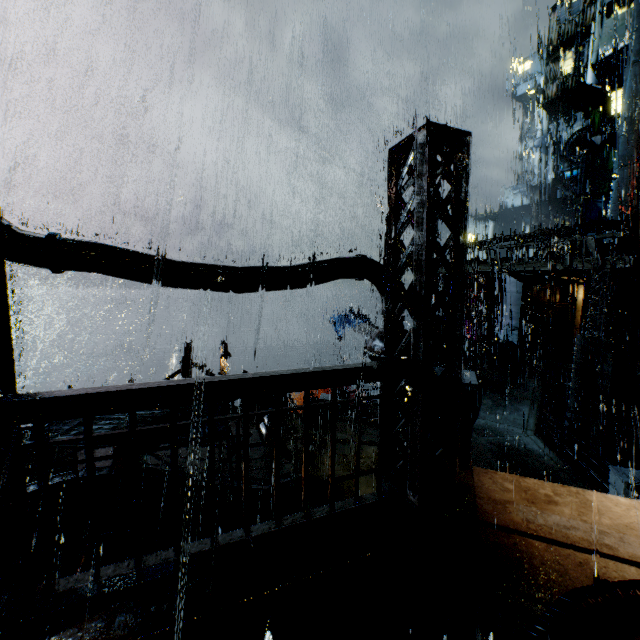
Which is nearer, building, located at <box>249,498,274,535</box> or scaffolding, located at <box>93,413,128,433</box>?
building, located at <box>249,498,274,535</box>

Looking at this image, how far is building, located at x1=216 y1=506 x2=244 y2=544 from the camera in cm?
363

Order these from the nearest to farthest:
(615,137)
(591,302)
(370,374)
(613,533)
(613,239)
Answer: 1. (370,374)
2. (613,533)
3. (591,302)
4. (613,239)
5. (615,137)

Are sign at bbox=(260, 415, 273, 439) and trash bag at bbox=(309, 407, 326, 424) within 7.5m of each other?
yes

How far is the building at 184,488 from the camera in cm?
1041

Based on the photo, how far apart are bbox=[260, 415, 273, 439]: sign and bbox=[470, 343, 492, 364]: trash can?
13.5m

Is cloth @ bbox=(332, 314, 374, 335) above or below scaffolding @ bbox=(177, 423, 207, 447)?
below
